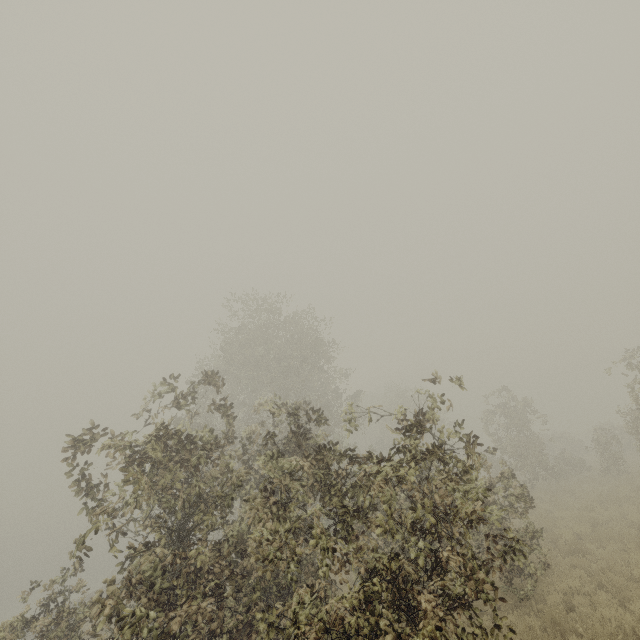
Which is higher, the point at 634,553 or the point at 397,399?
the point at 397,399
